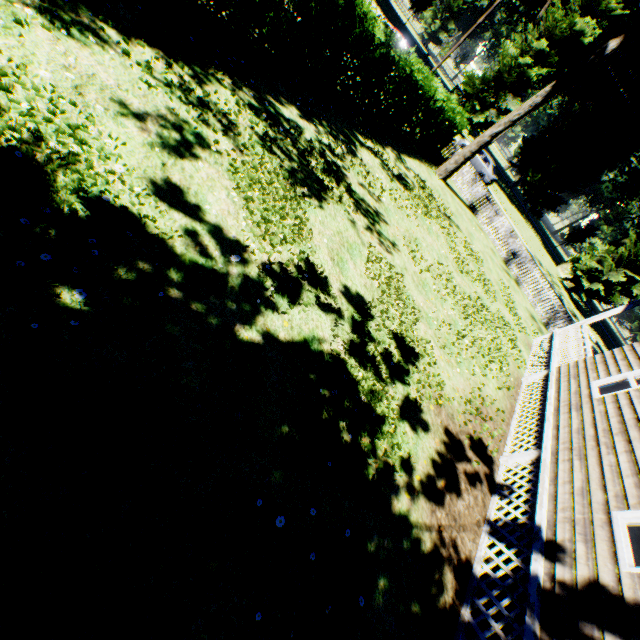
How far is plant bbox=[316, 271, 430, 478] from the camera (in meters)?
4.59

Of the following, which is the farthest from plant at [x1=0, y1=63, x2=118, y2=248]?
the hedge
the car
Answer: the hedge

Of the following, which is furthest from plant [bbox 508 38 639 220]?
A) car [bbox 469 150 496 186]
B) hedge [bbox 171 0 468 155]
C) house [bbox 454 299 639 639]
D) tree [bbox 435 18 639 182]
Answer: Result: hedge [bbox 171 0 468 155]

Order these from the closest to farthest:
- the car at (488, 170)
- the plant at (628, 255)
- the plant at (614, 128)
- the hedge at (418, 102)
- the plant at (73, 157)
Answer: the plant at (73, 157)
the hedge at (418, 102)
the car at (488, 170)
the plant at (628, 255)
the plant at (614, 128)

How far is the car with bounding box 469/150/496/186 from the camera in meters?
28.2 m

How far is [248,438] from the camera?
3.6m

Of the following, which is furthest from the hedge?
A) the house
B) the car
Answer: the car

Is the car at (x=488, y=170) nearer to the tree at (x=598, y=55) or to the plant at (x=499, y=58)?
the plant at (x=499, y=58)
